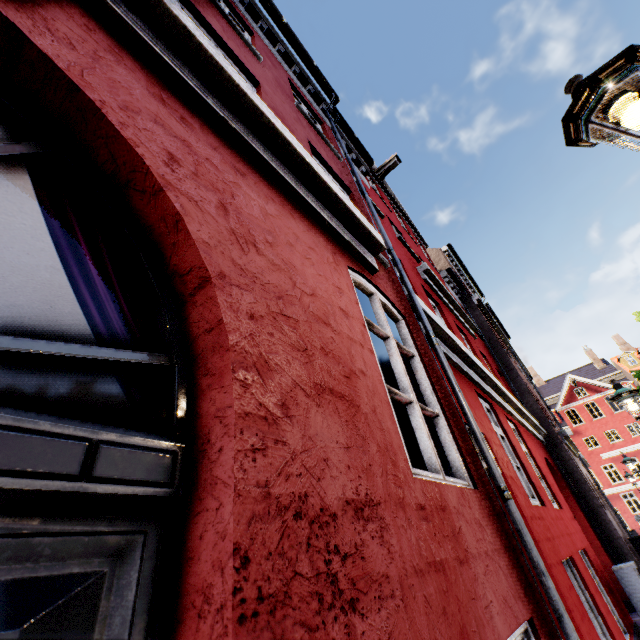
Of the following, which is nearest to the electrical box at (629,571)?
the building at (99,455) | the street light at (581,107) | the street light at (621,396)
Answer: the building at (99,455)

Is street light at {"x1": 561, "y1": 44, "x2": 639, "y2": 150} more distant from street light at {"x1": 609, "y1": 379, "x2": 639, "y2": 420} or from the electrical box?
the electrical box

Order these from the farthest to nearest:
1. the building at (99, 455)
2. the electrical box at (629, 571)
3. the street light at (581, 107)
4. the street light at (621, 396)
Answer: the street light at (621, 396), the electrical box at (629, 571), the street light at (581, 107), the building at (99, 455)

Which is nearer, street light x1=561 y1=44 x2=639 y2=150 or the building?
the building

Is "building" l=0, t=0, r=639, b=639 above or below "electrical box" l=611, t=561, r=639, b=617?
above

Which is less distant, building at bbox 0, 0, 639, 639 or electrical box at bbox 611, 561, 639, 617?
building at bbox 0, 0, 639, 639

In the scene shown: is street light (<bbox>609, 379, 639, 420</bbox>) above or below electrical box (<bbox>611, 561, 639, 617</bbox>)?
above

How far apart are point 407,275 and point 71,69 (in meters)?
5.81
